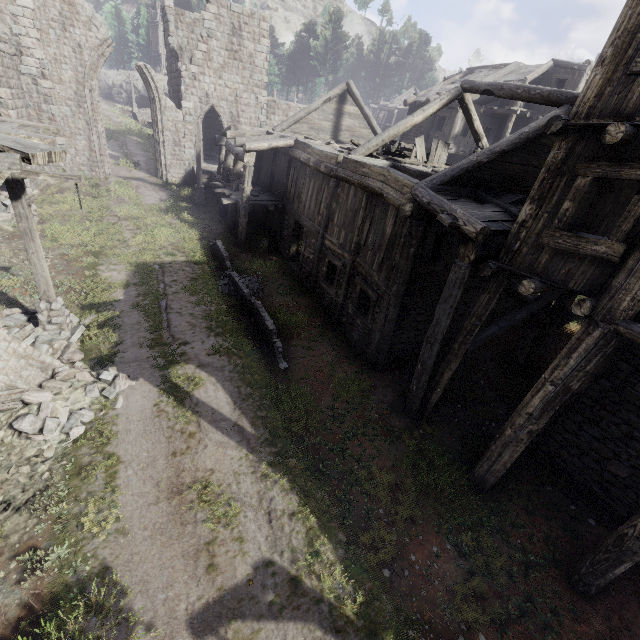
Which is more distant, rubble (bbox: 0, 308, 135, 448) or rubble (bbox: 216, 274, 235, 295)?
rubble (bbox: 216, 274, 235, 295)

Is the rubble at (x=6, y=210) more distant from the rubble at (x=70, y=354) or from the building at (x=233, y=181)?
the rubble at (x=70, y=354)

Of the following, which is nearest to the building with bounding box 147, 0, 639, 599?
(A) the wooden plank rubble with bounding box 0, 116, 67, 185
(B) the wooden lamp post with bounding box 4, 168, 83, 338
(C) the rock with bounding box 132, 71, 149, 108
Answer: (A) the wooden plank rubble with bounding box 0, 116, 67, 185

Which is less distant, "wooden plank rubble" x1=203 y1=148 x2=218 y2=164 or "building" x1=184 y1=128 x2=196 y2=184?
"building" x1=184 y1=128 x2=196 y2=184

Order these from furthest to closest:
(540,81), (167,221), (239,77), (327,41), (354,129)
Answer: (327,41) < (540,81) < (239,77) < (354,129) < (167,221)

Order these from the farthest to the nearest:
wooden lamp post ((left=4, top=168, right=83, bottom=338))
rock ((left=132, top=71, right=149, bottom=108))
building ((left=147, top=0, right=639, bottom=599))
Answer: rock ((left=132, top=71, right=149, bottom=108)) < wooden lamp post ((left=4, top=168, right=83, bottom=338)) < building ((left=147, top=0, right=639, bottom=599))

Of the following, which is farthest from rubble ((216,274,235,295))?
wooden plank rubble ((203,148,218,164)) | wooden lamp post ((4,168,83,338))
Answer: wooden plank rubble ((203,148,218,164))

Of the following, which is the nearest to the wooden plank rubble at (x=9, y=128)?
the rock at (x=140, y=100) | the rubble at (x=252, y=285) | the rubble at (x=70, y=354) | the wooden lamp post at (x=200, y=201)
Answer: the rubble at (x=70, y=354)
